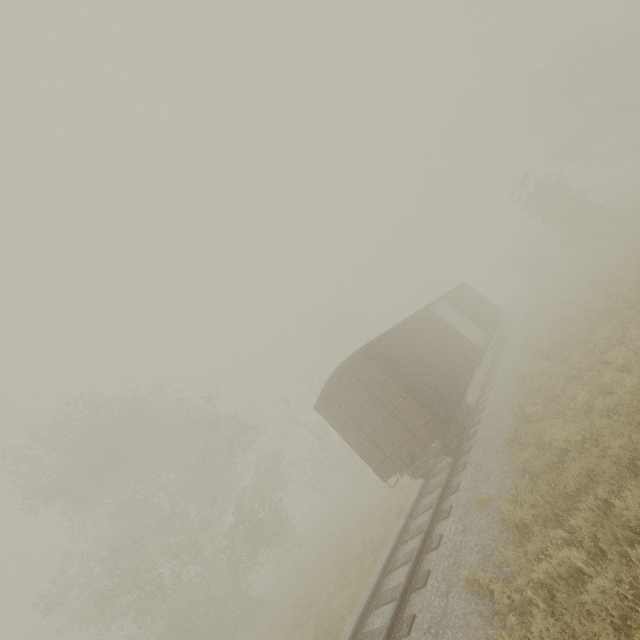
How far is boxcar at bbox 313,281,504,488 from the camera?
10.3 meters

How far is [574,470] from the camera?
6.0 meters

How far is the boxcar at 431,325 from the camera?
10.33m

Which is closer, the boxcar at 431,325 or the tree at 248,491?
the boxcar at 431,325

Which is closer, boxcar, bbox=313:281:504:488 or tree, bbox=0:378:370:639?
boxcar, bbox=313:281:504:488
